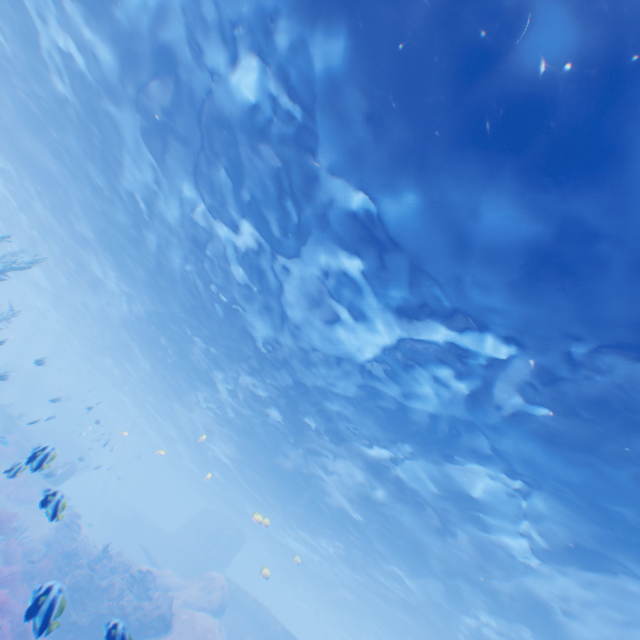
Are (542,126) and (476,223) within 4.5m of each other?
yes

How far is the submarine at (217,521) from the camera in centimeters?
3219cm

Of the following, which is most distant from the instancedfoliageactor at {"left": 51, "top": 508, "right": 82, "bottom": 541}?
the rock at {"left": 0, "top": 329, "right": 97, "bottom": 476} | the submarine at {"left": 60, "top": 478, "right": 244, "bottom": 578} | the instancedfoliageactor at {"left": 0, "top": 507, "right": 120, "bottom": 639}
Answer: the instancedfoliageactor at {"left": 0, "top": 507, "right": 120, "bottom": 639}

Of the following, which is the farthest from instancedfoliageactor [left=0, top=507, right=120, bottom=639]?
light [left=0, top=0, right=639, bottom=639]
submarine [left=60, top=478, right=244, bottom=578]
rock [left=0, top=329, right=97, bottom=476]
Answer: light [left=0, top=0, right=639, bottom=639]

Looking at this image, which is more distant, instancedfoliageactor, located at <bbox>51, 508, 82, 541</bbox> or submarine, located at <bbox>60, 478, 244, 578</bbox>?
submarine, located at <bbox>60, 478, 244, 578</bbox>

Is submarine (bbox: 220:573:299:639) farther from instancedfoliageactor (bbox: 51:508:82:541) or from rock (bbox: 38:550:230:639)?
instancedfoliageactor (bbox: 51:508:82:541)

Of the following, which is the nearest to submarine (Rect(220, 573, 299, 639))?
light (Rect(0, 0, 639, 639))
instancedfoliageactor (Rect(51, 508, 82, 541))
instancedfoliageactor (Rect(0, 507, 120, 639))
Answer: light (Rect(0, 0, 639, 639))

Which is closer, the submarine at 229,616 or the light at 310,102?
the light at 310,102
